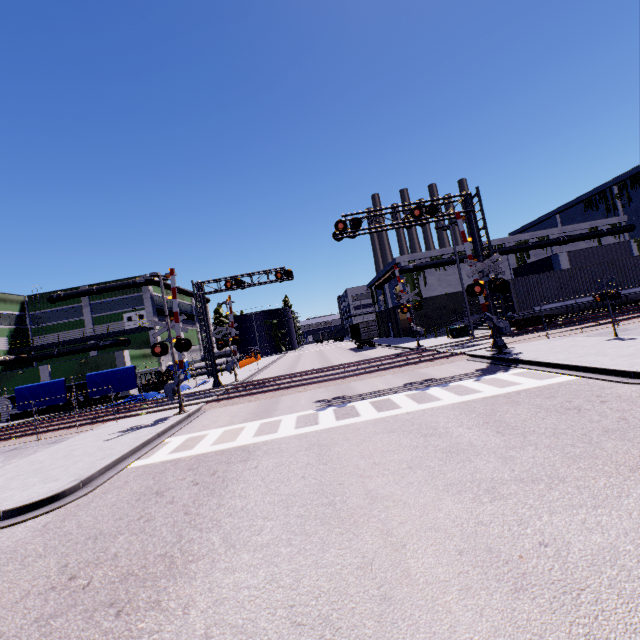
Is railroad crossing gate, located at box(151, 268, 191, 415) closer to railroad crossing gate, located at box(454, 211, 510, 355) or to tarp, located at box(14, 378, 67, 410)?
tarp, located at box(14, 378, 67, 410)

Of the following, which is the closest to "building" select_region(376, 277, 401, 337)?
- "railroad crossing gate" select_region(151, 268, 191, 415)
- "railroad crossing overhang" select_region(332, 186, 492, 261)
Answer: "railroad crossing overhang" select_region(332, 186, 492, 261)

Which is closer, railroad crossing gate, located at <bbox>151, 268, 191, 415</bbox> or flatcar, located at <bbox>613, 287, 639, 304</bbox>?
railroad crossing gate, located at <bbox>151, 268, 191, 415</bbox>

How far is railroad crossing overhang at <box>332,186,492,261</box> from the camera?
17.0m

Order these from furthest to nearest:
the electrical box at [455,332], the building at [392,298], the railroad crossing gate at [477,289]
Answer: the building at [392,298] < the electrical box at [455,332] < the railroad crossing gate at [477,289]

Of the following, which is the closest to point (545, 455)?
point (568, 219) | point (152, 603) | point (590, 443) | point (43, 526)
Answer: point (590, 443)

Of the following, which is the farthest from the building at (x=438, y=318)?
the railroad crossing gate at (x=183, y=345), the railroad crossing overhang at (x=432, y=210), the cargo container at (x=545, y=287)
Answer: the railroad crossing gate at (x=183, y=345)

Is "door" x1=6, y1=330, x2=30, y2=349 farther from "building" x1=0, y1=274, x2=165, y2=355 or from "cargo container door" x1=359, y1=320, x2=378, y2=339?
"cargo container door" x1=359, y1=320, x2=378, y2=339
